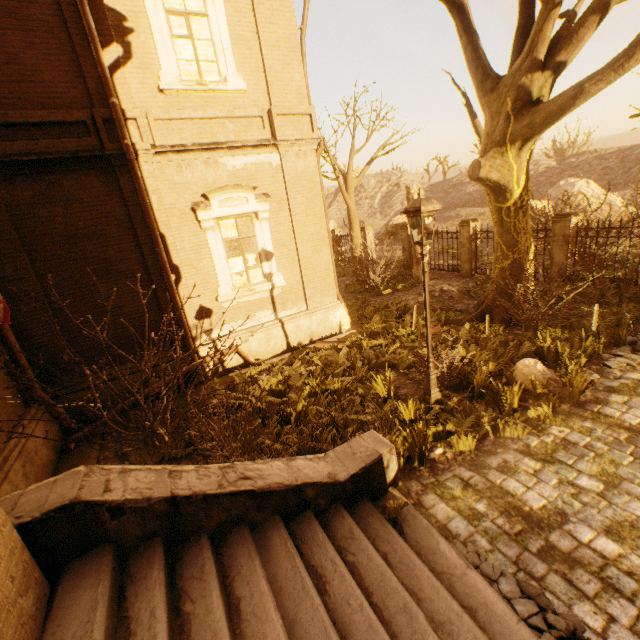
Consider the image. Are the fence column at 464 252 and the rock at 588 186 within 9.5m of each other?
no

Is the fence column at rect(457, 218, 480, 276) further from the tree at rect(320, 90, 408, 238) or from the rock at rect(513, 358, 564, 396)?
the rock at rect(513, 358, 564, 396)

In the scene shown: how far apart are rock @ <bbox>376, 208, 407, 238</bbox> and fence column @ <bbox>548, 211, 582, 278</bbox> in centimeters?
2263cm

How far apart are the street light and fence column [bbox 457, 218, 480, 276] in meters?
10.6

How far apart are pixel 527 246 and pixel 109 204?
10.8 meters

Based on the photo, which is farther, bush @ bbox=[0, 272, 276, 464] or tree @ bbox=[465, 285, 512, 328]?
tree @ bbox=[465, 285, 512, 328]

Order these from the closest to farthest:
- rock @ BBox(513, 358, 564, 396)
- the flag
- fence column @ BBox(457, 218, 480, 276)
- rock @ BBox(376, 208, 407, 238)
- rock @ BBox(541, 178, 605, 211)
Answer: the flag → rock @ BBox(513, 358, 564, 396) → fence column @ BBox(457, 218, 480, 276) → rock @ BBox(541, 178, 605, 211) → rock @ BBox(376, 208, 407, 238)

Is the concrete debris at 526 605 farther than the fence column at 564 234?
No
